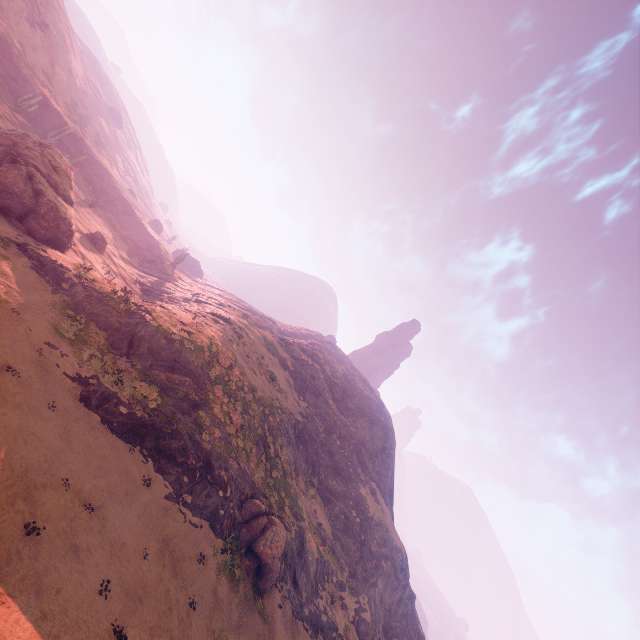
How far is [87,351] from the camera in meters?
19.2 m

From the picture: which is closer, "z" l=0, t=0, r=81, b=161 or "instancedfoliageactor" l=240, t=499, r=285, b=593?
"instancedfoliageactor" l=240, t=499, r=285, b=593

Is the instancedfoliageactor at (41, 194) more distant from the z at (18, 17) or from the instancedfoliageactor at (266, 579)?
the z at (18, 17)

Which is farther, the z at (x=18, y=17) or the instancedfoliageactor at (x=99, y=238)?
the z at (x=18, y=17)

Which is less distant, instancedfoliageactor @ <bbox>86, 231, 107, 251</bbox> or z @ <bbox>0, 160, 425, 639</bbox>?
z @ <bbox>0, 160, 425, 639</bbox>

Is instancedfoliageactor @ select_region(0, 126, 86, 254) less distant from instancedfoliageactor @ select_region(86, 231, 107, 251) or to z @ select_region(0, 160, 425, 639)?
z @ select_region(0, 160, 425, 639)

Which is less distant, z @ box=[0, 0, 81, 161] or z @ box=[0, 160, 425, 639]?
z @ box=[0, 160, 425, 639]

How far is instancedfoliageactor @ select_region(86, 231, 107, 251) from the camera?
39.69m
